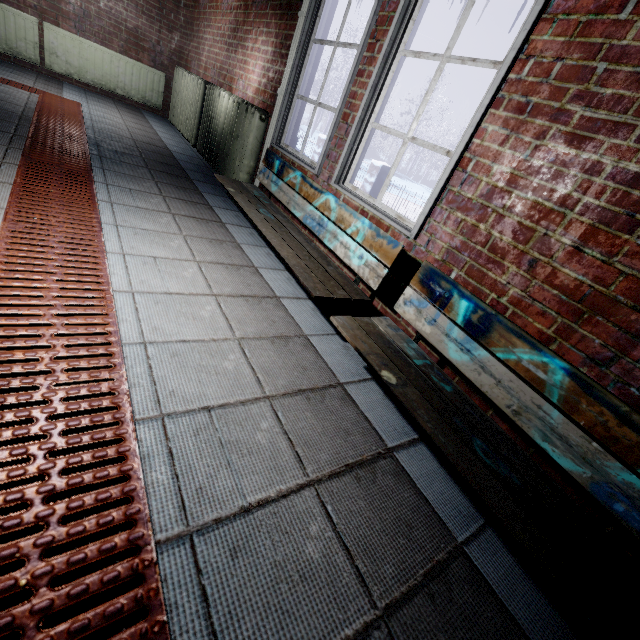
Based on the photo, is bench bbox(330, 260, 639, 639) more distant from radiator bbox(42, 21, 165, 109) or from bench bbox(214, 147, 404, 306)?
radiator bbox(42, 21, 165, 109)

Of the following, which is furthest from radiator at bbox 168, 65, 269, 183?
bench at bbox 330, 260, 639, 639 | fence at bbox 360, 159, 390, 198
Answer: fence at bbox 360, 159, 390, 198

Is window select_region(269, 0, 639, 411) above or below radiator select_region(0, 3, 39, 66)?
above

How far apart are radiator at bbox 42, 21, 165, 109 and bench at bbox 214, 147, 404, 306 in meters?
4.2 m

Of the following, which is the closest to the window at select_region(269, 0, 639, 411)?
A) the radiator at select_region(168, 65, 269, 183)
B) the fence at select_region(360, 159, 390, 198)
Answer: the radiator at select_region(168, 65, 269, 183)

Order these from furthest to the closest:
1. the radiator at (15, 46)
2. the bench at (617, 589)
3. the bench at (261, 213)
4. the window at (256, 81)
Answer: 1. the radiator at (15, 46)
2. the window at (256, 81)
3. the bench at (261, 213)
4. the bench at (617, 589)

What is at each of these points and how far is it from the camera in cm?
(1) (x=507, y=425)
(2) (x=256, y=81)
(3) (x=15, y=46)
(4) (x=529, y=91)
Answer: (1) window, 145
(2) window, 332
(3) radiator, 448
(4) window, 137

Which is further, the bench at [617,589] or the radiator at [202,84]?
the radiator at [202,84]
